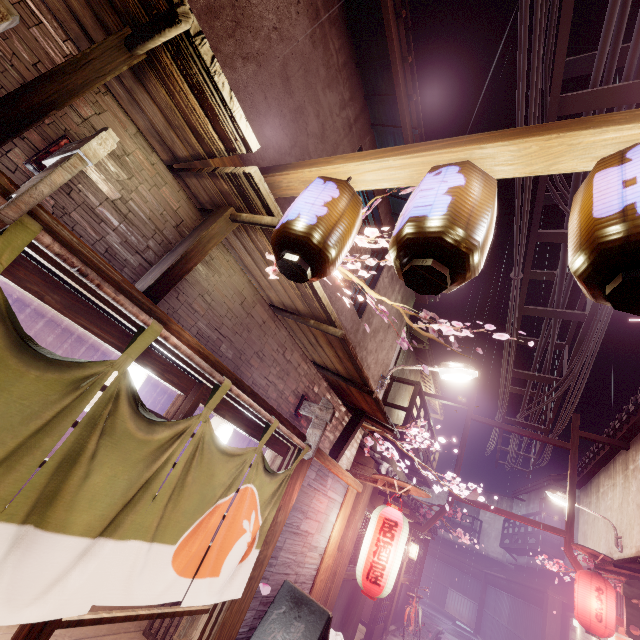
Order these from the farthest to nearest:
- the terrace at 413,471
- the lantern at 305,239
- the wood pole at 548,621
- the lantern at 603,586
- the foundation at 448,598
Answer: the foundation at 448,598 < the wood pole at 548,621 < the terrace at 413,471 < the lantern at 603,586 < the lantern at 305,239

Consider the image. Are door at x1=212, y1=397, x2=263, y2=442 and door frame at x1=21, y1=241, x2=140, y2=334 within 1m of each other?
yes

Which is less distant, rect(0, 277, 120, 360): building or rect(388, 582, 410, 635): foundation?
rect(0, 277, 120, 360): building

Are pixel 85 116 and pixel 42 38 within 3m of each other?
yes

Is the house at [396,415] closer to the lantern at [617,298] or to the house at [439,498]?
the lantern at [617,298]

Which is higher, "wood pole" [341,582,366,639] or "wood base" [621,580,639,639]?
"wood base" [621,580,639,639]

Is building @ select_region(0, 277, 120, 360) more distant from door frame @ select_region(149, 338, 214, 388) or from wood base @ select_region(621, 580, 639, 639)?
wood base @ select_region(621, 580, 639, 639)

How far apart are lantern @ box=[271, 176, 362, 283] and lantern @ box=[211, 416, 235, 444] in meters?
5.1
